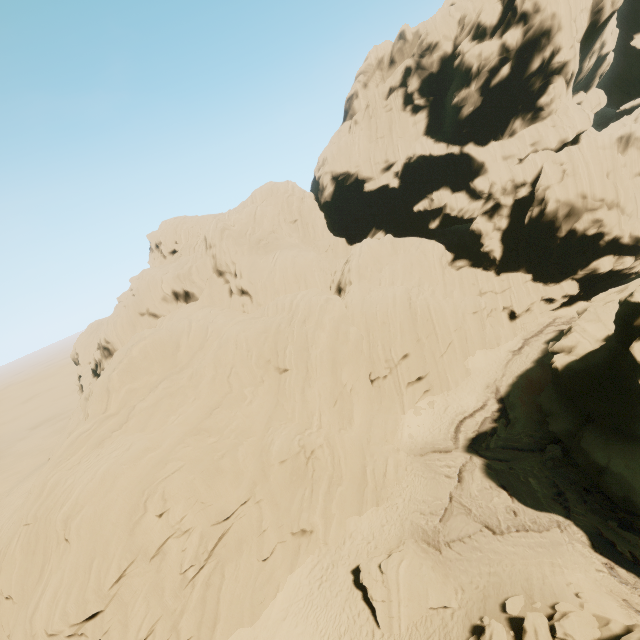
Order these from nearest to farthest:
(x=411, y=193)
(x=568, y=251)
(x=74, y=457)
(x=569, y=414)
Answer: (x=74, y=457), (x=569, y=414), (x=568, y=251), (x=411, y=193)

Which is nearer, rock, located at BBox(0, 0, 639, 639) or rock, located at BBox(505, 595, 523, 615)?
rock, located at BBox(505, 595, 523, 615)

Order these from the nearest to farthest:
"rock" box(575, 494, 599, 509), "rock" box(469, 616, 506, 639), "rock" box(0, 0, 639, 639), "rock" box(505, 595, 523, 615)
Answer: "rock" box(469, 616, 506, 639)
"rock" box(505, 595, 523, 615)
"rock" box(0, 0, 639, 639)
"rock" box(575, 494, 599, 509)

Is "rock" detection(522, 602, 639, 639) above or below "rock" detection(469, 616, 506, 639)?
above

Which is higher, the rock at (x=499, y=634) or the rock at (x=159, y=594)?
the rock at (x=159, y=594)

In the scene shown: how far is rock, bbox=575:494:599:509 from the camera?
17.48m

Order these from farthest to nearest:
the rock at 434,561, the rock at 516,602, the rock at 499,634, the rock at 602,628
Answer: the rock at 434,561 → the rock at 516,602 → the rock at 499,634 → the rock at 602,628
